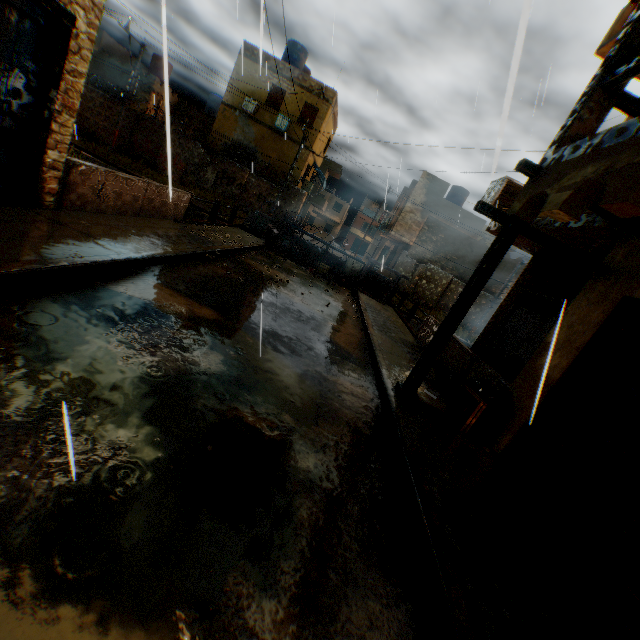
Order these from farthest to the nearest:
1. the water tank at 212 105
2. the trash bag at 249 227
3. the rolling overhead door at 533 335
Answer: the water tank at 212 105, the trash bag at 249 227, the rolling overhead door at 533 335

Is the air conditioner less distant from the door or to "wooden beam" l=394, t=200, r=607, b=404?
"wooden beam" l=394, t=200, r=607, b=404

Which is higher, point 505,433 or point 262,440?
point 505,433

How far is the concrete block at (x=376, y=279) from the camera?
16.05m

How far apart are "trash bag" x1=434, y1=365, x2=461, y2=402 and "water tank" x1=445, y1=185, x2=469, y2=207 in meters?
24.9 m

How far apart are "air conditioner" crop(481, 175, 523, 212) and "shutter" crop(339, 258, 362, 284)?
8.2m

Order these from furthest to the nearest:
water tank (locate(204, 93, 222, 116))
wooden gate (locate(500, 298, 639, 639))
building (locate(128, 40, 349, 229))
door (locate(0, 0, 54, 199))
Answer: water tank (locate(204, 93, 222, 116)) → building (locate(128, 40, 349, 229)) → door (locate(0, 0, 54, 199)) → wooden gate (locate(500, 298, 639, 639))

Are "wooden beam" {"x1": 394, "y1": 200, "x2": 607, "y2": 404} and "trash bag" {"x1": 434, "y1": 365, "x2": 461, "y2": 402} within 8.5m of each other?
yes
